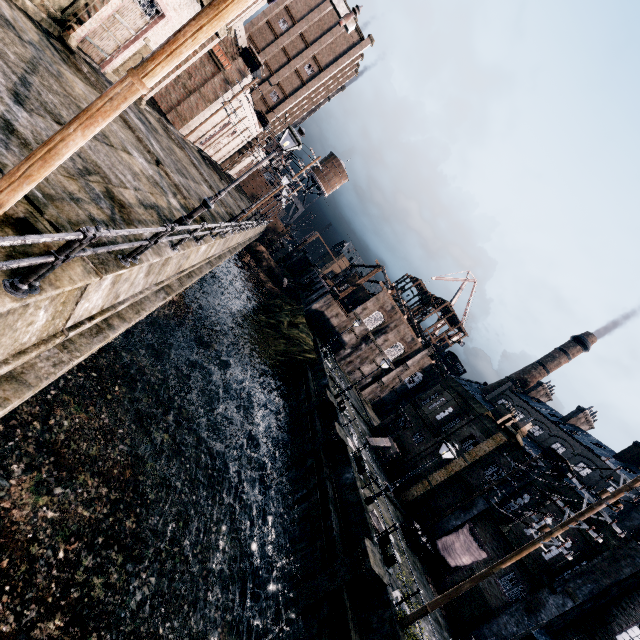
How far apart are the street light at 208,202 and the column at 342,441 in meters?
15.7

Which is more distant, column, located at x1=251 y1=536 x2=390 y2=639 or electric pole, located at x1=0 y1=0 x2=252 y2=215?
column, located at x1=251 y1=536 x2=390 y2=639

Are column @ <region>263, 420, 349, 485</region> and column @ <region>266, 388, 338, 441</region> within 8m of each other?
yes

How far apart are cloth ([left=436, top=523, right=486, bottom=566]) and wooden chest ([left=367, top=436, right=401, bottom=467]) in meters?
7.5 m

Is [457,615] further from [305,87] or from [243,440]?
[305,87]

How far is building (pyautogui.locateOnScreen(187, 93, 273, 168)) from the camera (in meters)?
35.76

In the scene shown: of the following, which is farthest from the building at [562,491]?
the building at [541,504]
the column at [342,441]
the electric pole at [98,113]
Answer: the electric pole at [98,113]

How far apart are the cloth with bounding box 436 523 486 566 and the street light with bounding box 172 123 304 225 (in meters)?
24.67
